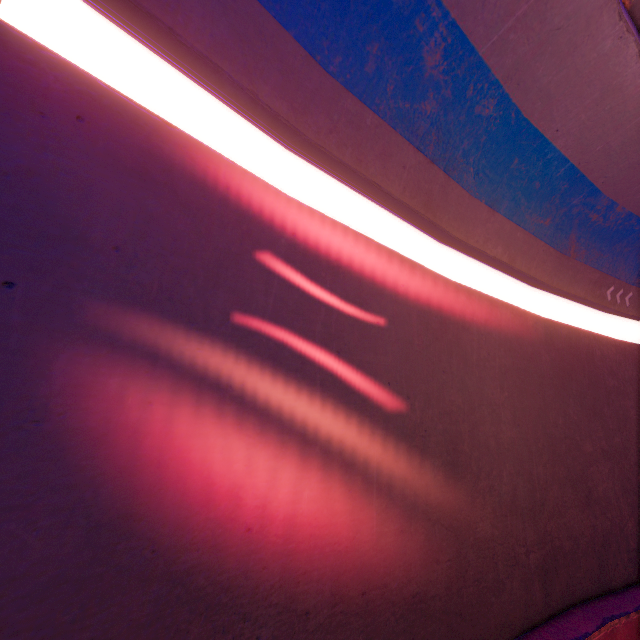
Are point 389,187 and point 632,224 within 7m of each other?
no
